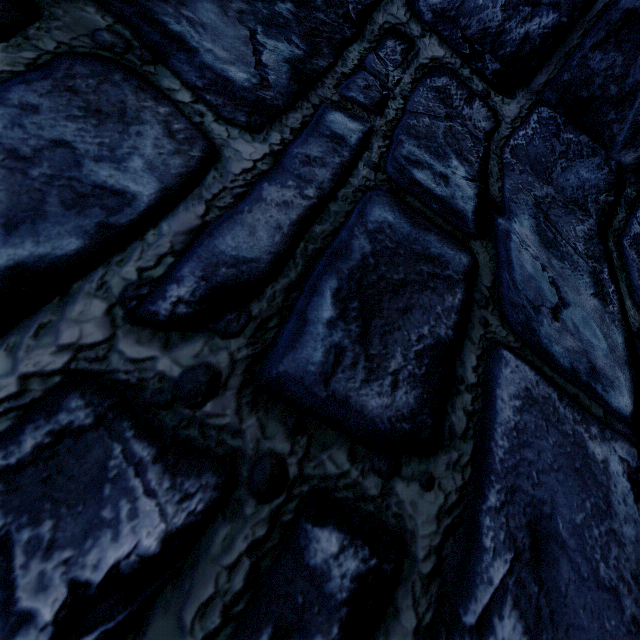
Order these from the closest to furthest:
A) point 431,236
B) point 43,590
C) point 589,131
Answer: point 43,590 < point 431,236 < point 589,131
